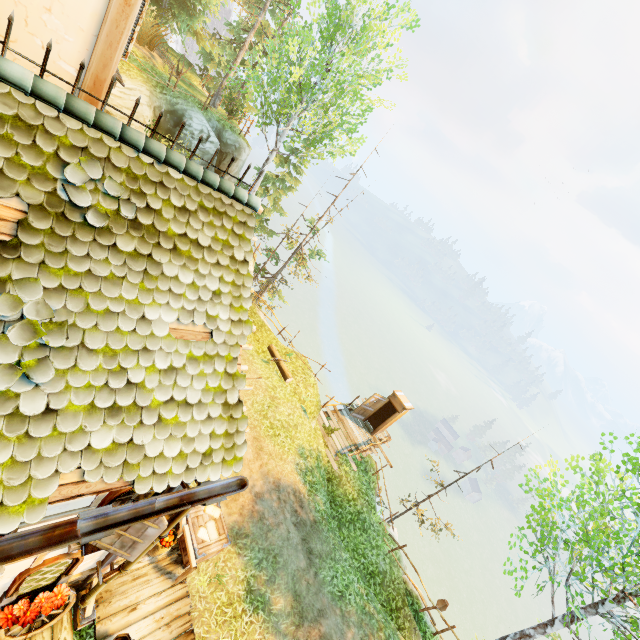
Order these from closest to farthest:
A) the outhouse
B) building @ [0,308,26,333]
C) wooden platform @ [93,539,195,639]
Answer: building @ [0,308,26,333]
wooden platform @ [93,539,195,639]
the outhouse

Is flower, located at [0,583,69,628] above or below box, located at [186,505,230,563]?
above

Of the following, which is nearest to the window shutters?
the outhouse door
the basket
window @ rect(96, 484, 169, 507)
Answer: window @ rect(96, 484, 169, 507)

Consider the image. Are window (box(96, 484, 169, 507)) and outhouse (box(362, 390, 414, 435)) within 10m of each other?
no

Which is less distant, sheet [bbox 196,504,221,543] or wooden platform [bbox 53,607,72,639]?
wooden platform [bbox 53,607,72,639]

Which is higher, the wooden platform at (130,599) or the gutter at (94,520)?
the gutter at (94,520)

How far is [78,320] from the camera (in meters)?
3.20

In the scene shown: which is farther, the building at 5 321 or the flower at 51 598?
the flower at 51 598
